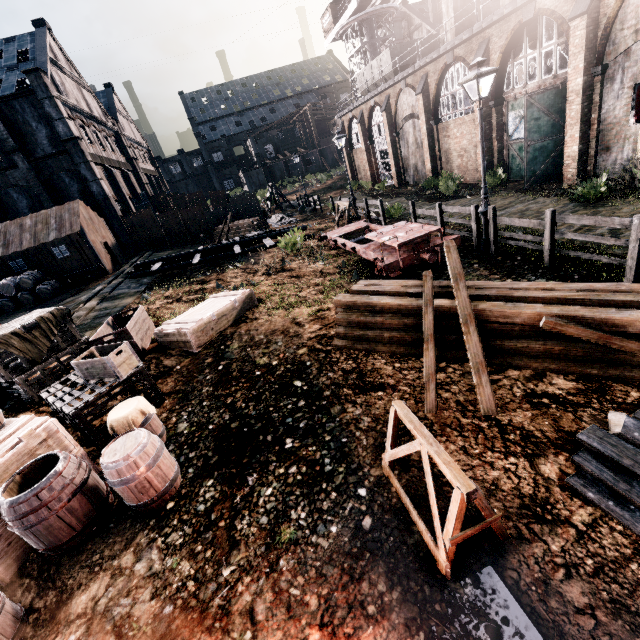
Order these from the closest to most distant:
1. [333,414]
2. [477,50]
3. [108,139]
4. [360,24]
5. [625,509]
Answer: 1. [625,509]
2. [333,414]
3. [477,50]
4. [108,139]
5. [360,24]

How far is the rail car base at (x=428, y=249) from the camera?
10.88m

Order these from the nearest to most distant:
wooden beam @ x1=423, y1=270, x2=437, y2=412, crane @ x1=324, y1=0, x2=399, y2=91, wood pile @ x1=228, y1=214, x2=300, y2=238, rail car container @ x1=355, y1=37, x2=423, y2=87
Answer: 1. wooden beam @ x1=423, y1=270, x2=437, y2=412
2. rail car container @ x1=355, y1=37, x2=423, y2=87
3. wood pile @ x1=228, y1=214, x2=300, y2=238
4. crane @ x1=324, y1=0, x2=399, y2=91

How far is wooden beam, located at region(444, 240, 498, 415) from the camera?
5.47m

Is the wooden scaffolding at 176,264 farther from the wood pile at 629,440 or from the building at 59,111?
the wood pile at 629,440

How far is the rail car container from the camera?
28.20m

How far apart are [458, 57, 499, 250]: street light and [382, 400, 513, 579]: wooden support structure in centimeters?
907cm

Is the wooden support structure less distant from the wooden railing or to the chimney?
the wooden railing
